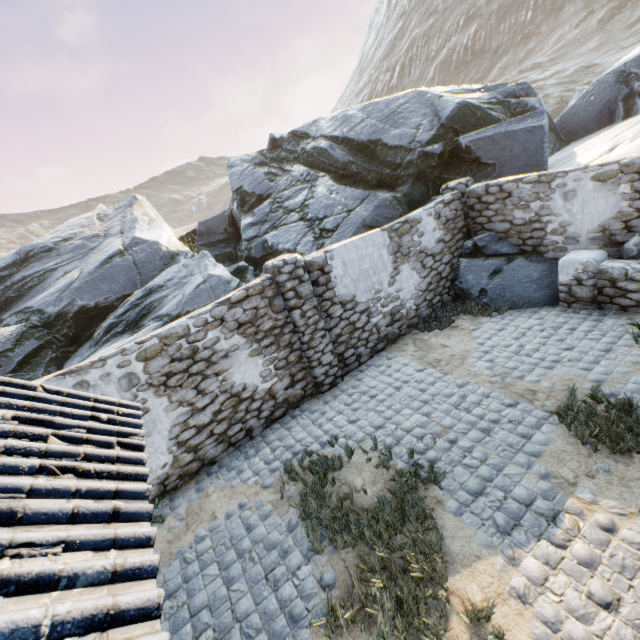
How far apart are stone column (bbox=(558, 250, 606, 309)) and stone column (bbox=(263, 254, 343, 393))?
5.50m

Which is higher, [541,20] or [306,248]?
[541,20]

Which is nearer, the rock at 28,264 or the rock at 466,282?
the rock at 466,282

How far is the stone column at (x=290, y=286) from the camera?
6.57m

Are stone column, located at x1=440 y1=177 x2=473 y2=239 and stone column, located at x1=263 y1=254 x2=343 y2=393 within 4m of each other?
no

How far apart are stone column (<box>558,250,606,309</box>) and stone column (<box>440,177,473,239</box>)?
2.5m

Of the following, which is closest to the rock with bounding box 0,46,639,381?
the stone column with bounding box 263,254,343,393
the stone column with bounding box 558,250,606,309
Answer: the stone column with bounding box 558,250,606,309
